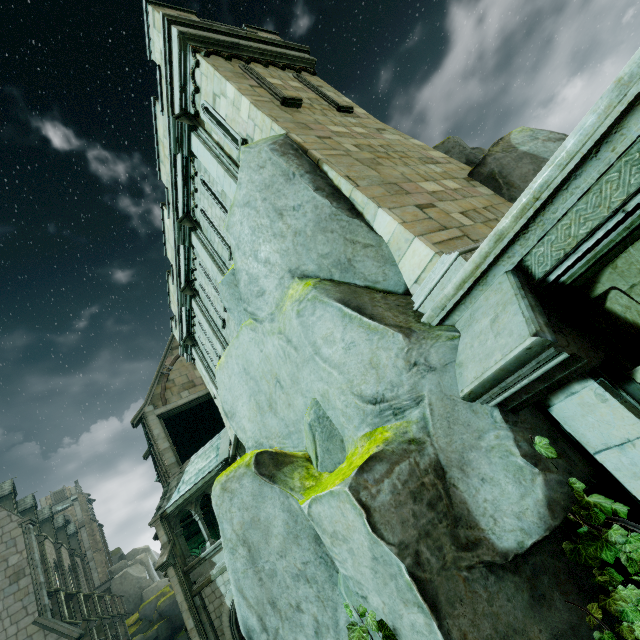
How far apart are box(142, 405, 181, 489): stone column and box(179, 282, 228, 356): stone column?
9.0 meters

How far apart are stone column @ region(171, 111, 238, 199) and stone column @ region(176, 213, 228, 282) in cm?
195

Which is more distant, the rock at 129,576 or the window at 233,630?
the rock at 129,576

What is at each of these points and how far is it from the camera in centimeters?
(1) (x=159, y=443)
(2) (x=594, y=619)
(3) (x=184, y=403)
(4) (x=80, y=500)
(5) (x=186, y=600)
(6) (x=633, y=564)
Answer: (1) stone column, 1781cm
(2) plant, 246cm
(3) stone beam, 1952cm
(4) building, 5478cm
(5) stone column, 1351cm
(6) plant, 239cm

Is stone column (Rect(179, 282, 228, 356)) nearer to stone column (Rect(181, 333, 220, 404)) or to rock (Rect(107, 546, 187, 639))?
stone column (Rect(181, 333, 220, 404))

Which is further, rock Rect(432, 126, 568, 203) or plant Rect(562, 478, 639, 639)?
rock Rect(432, 126, 568, 203)

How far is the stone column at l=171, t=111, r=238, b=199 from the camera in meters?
7.5

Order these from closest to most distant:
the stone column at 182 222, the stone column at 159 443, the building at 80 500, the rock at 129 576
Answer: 1. the stone column at 182 222
2. the building at 80 500
3. the stone column at 159 443
4. the rock at 129 576
